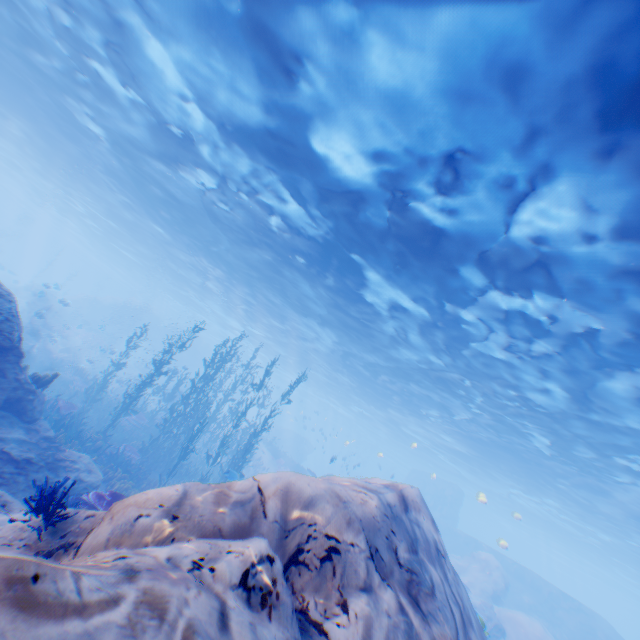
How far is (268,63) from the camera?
8.4m

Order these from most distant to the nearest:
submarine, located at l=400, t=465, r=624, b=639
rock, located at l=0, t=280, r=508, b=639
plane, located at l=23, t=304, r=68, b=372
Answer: submarine, located at l=400, t=465, r=624, b=639 → plane, located at l=23, t=304, r=68, b=372 → rock, located at l=0, t=280, r=508, b=639

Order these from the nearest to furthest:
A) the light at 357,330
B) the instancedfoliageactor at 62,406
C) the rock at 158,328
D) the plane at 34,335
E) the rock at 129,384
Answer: the light at 357,330 < the instancedfoliageactor at 62,406 < the plane at 34,335 < the rock at 129,384 < the rock at 158,328

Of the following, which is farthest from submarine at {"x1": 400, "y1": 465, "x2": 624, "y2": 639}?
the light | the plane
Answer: the plane

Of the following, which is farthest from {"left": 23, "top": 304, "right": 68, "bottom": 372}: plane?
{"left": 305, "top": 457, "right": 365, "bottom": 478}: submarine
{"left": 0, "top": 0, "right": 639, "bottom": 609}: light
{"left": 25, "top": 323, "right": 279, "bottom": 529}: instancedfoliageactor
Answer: {"left": 305, "top": 457, "right": 365, "bottom": 478}: submarine

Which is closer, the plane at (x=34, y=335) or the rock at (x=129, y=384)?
the plane at (x=34, y=335)

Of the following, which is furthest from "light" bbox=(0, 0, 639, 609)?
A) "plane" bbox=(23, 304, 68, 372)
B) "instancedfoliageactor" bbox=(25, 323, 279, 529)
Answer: "plane" bbox=(23, 304, 68, 372)
